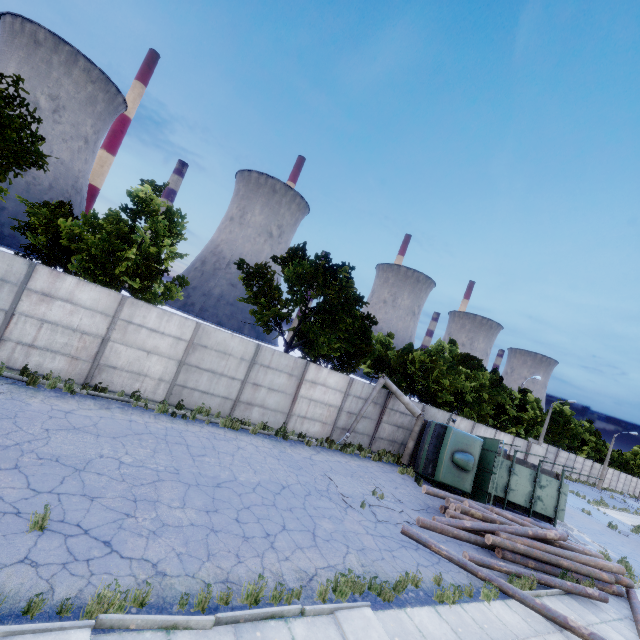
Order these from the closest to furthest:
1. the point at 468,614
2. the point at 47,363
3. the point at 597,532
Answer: the point at 468,614 < the point at 47,363 < the point at 597,532

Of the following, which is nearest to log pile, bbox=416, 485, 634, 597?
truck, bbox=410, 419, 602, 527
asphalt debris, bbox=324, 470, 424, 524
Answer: asphalt debris, bbox=324, 470, 424, 524

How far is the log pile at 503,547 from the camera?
11.5m

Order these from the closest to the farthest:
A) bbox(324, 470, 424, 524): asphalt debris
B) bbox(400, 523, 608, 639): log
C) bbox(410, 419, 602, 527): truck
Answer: bbox(400, 523, 608, 639): log, bbox(324, 470, 424, 524): asphalt debris, bbox(410, 419, 602, 527): truck

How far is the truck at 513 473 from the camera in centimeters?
1599cm

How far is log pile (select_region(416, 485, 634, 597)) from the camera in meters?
11.5 m

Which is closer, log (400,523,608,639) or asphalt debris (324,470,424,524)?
log (400,523,608,639)

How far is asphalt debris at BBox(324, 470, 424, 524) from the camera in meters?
11.1 m
